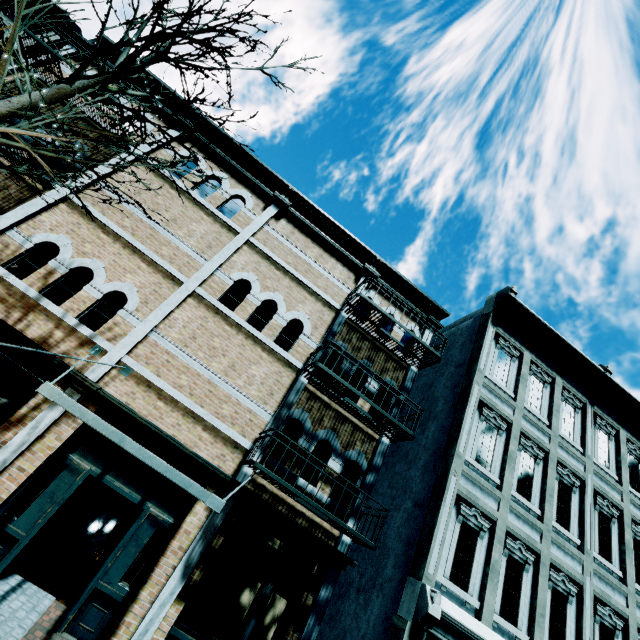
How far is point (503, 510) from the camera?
8.7m

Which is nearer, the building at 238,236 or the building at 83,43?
the building at 238,236

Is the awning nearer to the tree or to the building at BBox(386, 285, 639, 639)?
the tree

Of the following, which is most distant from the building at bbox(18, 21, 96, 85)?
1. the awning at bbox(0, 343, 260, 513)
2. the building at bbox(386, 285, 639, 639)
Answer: the building at bbox(386, 285, 639, 639)

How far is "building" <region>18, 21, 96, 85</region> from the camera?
8.5 meters

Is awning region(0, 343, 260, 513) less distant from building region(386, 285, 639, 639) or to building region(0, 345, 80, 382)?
building region(0, 345, 80, 382)

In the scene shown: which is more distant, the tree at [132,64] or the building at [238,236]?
the building at [238,236]
